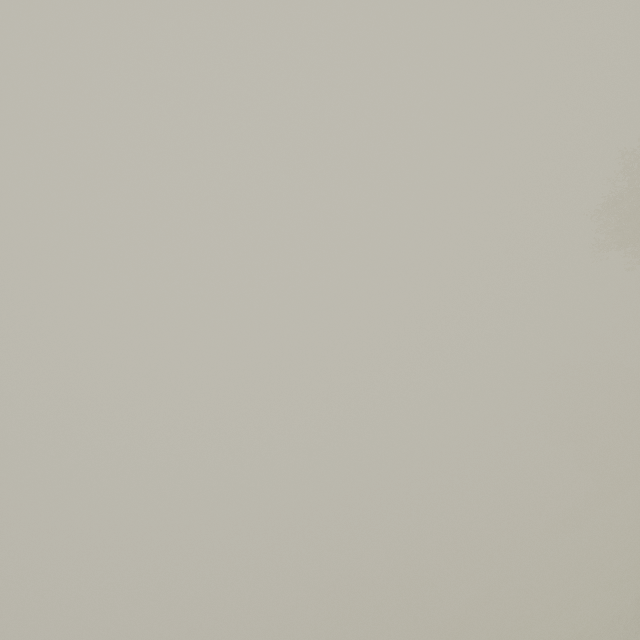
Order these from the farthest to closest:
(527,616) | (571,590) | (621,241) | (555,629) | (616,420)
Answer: (616,420) < (527,616) < (571,590) < (621,241) < (555,629)
